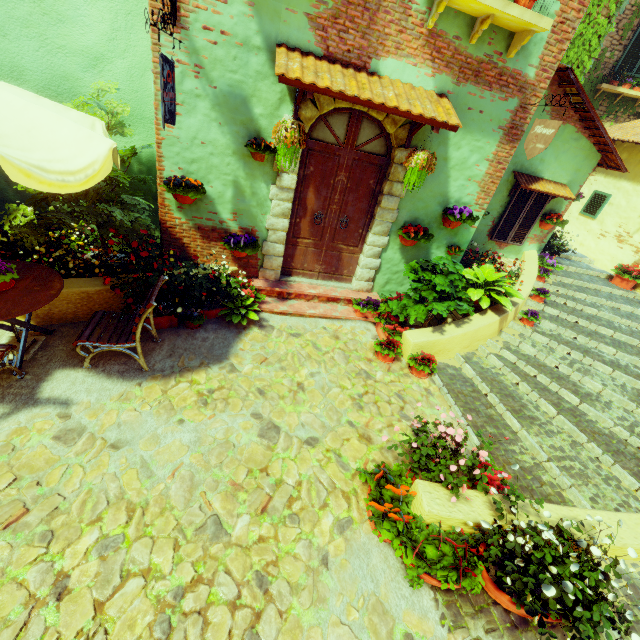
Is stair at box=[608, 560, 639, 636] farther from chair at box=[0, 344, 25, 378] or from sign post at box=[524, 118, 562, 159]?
chair at box=[0, 344, 25, 378]

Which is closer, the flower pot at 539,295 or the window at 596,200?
the flower pot at 539,295

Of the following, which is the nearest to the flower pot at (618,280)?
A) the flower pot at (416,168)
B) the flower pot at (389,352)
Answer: the flower pot at (389,352)

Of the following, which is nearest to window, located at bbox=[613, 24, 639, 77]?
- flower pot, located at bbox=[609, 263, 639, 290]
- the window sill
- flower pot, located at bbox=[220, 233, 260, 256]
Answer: flower pot, located at bbox=[609, 263, 639, 290]

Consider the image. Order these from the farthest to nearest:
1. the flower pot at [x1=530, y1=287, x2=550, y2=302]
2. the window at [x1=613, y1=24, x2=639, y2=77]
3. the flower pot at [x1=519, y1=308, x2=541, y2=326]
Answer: the window at [x1=613, y1=24, x2=639, y2=77], the flower pot at [x1=530, y1=287, x2=550, y2=302], the flower pot at [x1=519, y1=308, x2=541, y2=326]

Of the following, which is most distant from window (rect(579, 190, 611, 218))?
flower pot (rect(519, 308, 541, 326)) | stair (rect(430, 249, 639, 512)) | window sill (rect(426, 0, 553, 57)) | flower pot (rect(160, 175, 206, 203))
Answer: flower pot (rect(160, 175, 206, 203))

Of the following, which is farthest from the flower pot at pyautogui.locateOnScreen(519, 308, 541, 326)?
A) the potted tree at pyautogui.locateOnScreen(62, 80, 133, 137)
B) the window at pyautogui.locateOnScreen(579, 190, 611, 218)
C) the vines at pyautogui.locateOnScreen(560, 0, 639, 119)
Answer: the potted tree at pyautogui.locateOnScreen(62, 80, 133, 137)

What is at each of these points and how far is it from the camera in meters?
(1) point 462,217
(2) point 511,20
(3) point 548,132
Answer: (1) flower pot, 5.5 m
(2) window sill, 4.0 m
(3) sign post, 4.4 m
